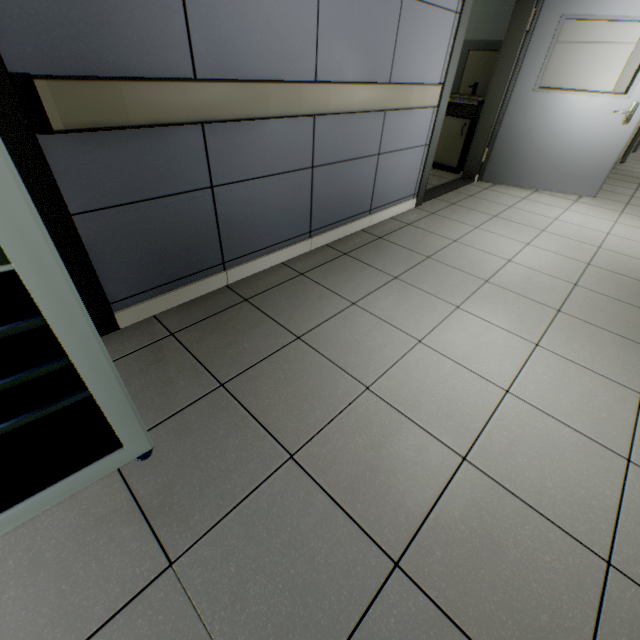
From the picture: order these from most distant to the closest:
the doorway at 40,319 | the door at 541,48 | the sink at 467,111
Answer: the sink at 467,111
the door at 541,48
the doorway at 40,319

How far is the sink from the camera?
4.4m

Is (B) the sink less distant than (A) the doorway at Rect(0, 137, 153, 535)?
No

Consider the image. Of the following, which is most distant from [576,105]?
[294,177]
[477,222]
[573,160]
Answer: [294,177]

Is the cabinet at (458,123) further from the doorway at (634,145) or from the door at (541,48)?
the doorway at (634,145)

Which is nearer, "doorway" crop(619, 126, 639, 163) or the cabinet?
the cabinet

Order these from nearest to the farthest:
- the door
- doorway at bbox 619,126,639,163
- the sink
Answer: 1. the door
2. the sink
3. doorway at bbox 619,126,639,163

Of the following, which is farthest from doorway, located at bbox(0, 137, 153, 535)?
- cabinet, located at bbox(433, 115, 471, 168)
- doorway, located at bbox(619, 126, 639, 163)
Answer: doorway, located at bbox(619, 126, 639, 163)
